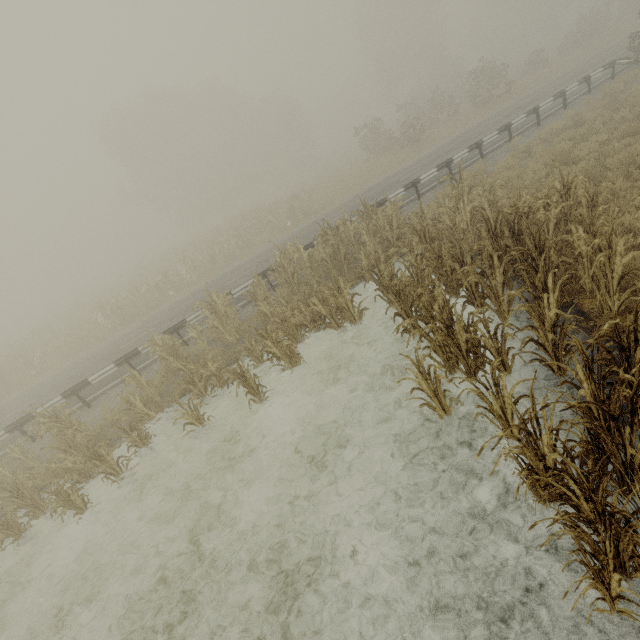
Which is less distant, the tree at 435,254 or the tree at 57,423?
the tree at 435,254

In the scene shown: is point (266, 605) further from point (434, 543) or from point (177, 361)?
point (177, 361)

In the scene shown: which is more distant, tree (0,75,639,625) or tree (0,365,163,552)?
tree (0,365,163,552)
